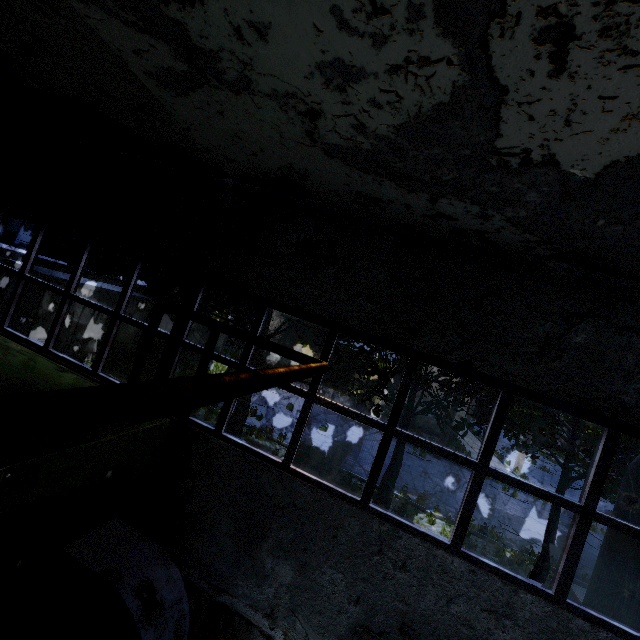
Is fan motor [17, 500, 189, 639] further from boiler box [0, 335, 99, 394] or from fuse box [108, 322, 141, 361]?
fuse box [108, 322, 141, 361]

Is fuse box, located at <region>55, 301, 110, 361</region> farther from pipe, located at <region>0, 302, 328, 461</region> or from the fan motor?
the fan motor

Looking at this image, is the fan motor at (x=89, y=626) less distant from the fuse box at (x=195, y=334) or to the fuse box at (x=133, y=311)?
the fuse box at (x=133, y=311)

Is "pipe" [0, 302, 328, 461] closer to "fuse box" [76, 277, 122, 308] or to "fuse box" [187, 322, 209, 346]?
"fuse box" [76, 277, 122, 308]

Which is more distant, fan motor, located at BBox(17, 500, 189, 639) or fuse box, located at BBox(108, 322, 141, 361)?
fuse box, located at BBox(108, 322, 141, 361)

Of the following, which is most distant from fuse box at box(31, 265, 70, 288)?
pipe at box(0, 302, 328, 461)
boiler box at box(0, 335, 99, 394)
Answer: boiler box at box(0, 335, 99, 394)

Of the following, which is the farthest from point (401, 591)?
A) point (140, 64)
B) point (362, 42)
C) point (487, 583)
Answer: point (140, 64)

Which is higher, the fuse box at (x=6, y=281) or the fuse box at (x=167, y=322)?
the fuse box at (x=6, y=281)
